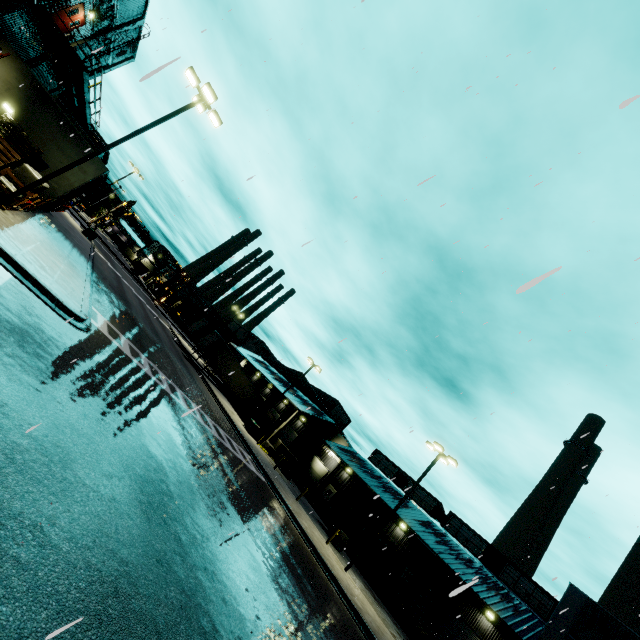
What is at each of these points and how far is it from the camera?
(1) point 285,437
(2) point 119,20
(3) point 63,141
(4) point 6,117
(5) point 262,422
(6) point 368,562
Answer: (1) roll-up door, 42.3 meters
(2) building, 23.9 meters
(3) building, 18.8 meters
(4) pallet, 15.9 meters
(5) semi trailer, 43.9 meters
(6) portable restroom, 28.0 meters

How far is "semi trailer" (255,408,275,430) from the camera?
43.56m

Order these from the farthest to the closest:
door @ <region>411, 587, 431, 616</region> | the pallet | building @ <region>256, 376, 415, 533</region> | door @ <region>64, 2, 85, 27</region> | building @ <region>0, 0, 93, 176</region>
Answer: building @ <region>256, 376, 415, 533</region>
door @ <region>411, 587, 431, 616</region>
door @ <region>64, 2, 85, 27</region>
building @ <region>0, 0, 93, 176</region>
the pallet

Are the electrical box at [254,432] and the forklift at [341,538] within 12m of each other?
yes

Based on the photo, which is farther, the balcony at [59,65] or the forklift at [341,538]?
the forklift at [341,538]

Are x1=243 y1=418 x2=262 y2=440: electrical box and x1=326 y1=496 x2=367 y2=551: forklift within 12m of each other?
yes

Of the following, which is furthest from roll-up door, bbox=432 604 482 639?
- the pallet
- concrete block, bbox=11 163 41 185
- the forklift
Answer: the pallet

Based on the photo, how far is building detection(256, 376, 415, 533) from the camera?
35.2m
